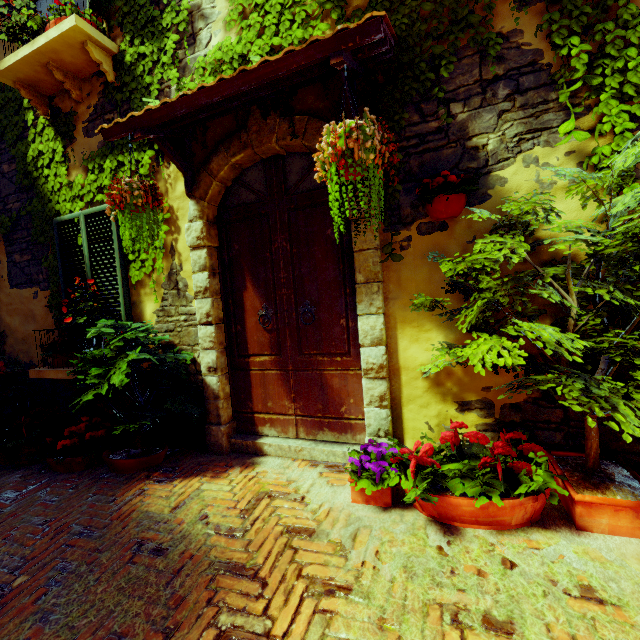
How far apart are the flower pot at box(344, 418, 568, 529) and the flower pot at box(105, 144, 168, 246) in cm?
243

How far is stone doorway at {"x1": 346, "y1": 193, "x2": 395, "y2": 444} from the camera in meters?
2.6 m

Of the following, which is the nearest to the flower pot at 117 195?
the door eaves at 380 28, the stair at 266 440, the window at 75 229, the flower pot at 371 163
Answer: the door eaves at 380 28

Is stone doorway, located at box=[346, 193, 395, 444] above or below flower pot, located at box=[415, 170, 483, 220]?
below

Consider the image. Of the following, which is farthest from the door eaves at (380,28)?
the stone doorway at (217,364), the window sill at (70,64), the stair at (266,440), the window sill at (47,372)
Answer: the stair at (266,440)

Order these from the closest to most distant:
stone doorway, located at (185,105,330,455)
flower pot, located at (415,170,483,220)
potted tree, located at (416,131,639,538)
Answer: potted tree, located at (416,131,639,538), flower pot, located at (415,170,483,220), stone doorway, located at (185,105,330,455)

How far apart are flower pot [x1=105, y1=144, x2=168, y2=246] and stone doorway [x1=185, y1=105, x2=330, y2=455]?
0.4 meters

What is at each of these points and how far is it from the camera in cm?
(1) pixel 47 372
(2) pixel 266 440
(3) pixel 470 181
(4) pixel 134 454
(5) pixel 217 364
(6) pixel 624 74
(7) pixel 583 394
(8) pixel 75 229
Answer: (1) window sill, 370
(2) stair, 326
(3) flower pot, 222
(4) potted tree, 335
(5) stone doorway, 331
(6) vines, 197
(7) potted tree, 157
(8) window, 391
